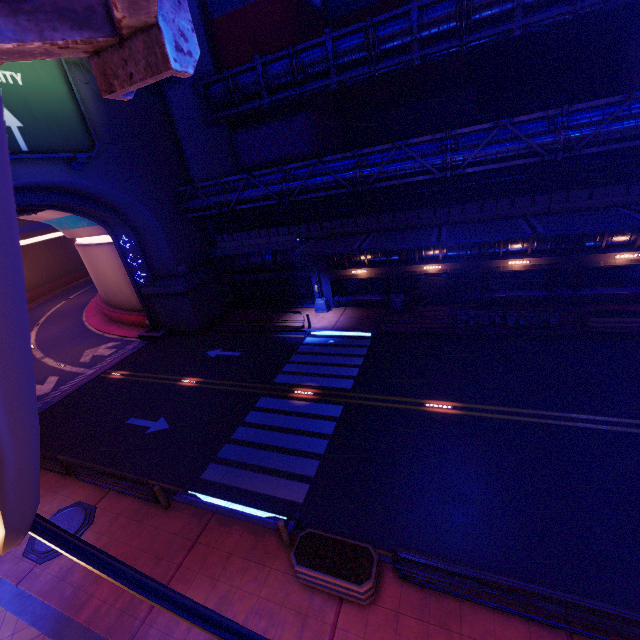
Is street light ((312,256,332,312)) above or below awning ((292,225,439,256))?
below

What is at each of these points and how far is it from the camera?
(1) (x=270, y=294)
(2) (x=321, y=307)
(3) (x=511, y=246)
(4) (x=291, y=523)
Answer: (1) vent, 27.9m
(2) street light, 24.8m
(3) walkway, 19.5m
(4) floor crosswalk, 10.3m

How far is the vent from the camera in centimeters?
2630cm

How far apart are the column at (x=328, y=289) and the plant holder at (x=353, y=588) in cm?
1761

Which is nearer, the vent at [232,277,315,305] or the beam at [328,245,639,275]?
the beam at [328,245,639,275]

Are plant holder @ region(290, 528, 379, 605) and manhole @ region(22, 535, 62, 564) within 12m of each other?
yes

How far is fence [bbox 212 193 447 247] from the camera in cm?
2011

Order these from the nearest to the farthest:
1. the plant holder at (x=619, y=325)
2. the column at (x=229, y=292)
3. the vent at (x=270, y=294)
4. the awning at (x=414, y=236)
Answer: the plant holder at (x=619, y=325) → the awning at (x=414, y=236) → the vent at (x=270, y=294) → the column at (x=229, y=292)
